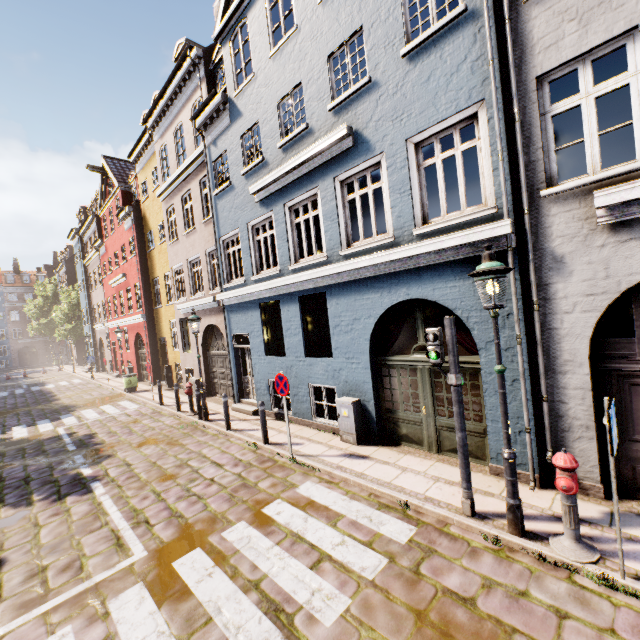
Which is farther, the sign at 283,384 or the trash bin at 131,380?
the trash bin at 131,380

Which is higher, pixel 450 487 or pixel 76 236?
pixel 76 236

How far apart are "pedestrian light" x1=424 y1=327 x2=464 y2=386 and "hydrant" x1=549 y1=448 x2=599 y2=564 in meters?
Result: 1.3 m

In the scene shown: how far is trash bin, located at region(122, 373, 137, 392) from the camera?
18.0 meters

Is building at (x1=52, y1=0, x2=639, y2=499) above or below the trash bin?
above

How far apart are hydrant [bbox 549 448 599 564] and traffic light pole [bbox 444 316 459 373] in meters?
1.5 m

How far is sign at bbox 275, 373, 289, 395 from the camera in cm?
737

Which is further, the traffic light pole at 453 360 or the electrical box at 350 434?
the electrical box at 350 434
